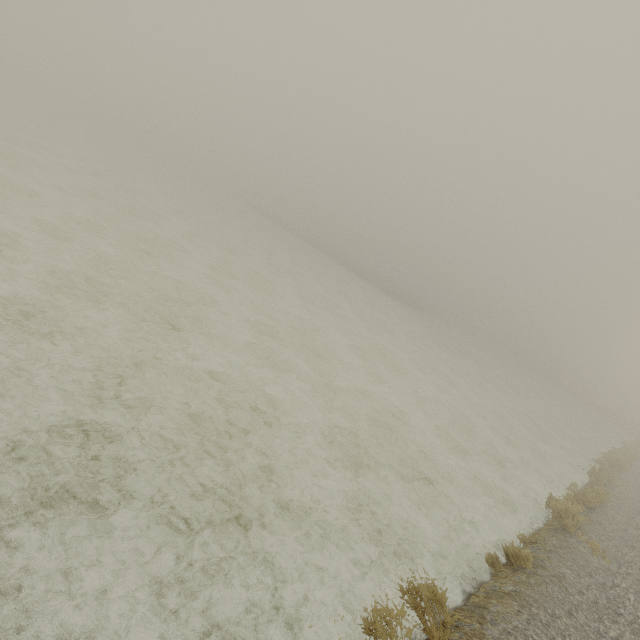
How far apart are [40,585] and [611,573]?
10.19m
